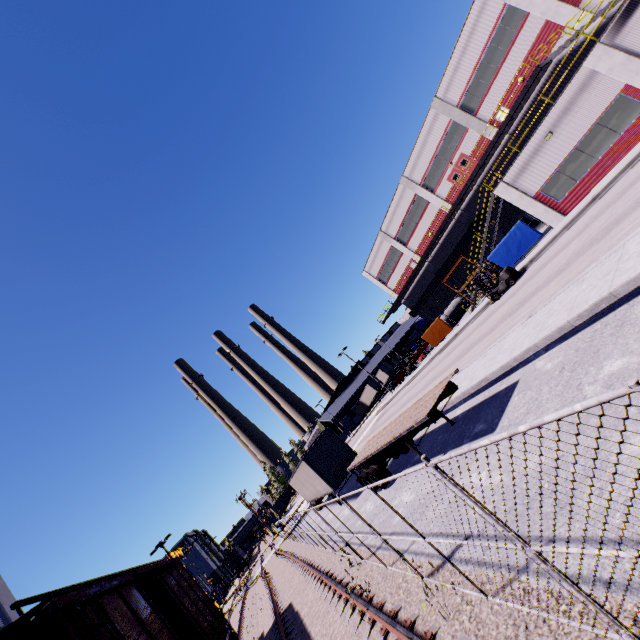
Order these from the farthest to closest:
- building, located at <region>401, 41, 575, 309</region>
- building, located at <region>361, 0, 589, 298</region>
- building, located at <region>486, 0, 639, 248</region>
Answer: building, located at <region>401, 41, 575, 309</region>
building, located at <region>361, 0, 589, 298</region>
building, located at <region>486, 0, 639, 248</region>

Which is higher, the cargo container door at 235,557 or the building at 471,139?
the building at 471,139

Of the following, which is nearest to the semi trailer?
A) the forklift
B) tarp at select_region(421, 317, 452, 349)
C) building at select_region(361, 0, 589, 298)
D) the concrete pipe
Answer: building at select_region(361, 0, 589, 298)

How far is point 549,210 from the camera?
22.28m

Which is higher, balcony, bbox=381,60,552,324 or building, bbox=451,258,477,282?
balcony, bbox=381,60,552,324

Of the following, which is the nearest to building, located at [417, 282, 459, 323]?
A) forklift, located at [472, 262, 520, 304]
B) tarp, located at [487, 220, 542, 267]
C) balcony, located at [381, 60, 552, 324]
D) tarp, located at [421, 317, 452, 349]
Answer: balcony, located at [381, 60, 552, 324]

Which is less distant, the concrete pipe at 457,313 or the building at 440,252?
the building at 440,252

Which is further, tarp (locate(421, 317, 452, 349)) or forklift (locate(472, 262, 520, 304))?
tarp (locate(421, 317, 452, 349))
